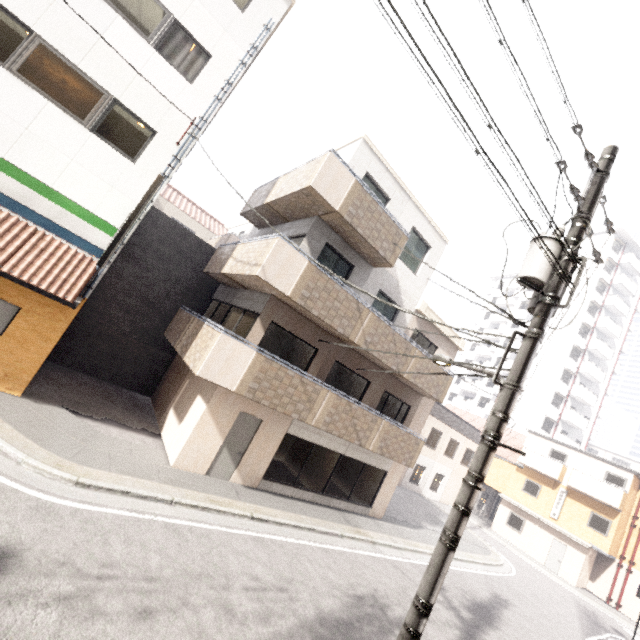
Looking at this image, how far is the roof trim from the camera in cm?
1358

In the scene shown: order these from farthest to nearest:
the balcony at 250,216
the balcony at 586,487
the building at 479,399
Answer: the building at 479,399 < the balcony at 586,487 < the balcony at 250,216

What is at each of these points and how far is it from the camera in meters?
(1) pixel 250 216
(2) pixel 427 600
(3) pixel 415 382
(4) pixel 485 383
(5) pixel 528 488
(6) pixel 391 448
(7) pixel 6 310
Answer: (1) balcony, 13.5 m
(2) utility pole, 4.0 m
(3) balcony, 12.7 m
(4) building, 43.6 m
(5) window, 26.8 m
(6) balcony, 12.5 m
(7) door, 8.1 m

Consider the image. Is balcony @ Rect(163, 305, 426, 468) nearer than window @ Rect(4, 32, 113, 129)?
No

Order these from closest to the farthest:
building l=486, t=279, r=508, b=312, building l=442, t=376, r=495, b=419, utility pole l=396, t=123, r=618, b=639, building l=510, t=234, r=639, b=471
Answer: utility pole l=396, t=123, r=618, b=639 → building l=510, t=234, r=639, b=471 → building l=442, t=376, r=495, b=419 → building l=486, t=279, r=508, b=312

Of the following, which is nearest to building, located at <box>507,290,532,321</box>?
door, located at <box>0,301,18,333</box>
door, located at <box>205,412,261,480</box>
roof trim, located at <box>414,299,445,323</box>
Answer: roof trim, located at <box>414,299,445,323</box>

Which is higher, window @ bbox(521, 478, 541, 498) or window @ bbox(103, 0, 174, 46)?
window @ bbox(103, 0, 174, 46)

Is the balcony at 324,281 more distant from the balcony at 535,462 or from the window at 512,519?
the window at 512,519
